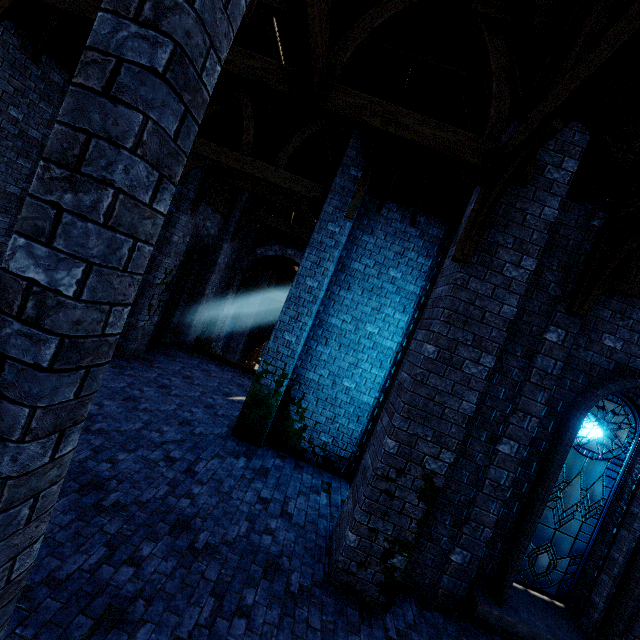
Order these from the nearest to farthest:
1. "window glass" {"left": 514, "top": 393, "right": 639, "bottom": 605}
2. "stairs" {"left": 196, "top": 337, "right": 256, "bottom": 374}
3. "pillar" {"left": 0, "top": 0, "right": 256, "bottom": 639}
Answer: "pillar" {"left": 0, "top": 0, "right": 256, "bottom": 639}, "window glass" {"left": 514, "top": 393, "right": 639, "bottom": 605}, "stairs" {"left": 196, "top": 337, "right": 256, "bottom": 374}

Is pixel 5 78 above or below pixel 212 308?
above

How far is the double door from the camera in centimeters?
2548cm

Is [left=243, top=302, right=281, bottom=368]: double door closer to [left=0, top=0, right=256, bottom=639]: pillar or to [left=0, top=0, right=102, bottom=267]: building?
[left=0, top=0, right=102, bottom=267]: building

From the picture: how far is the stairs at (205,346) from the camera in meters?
14.3 m

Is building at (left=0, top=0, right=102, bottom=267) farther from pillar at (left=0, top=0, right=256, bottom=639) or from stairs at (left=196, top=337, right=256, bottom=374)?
stairs at (left=196, top=337, right=256, bottom=374)

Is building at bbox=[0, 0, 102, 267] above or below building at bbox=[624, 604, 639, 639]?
above

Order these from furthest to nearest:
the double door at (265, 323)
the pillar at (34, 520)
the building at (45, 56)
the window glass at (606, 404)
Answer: the double door at (265, 323)
the building at (45, 56)
the window glass at (606, 404)
the pillar at (34, 520)
